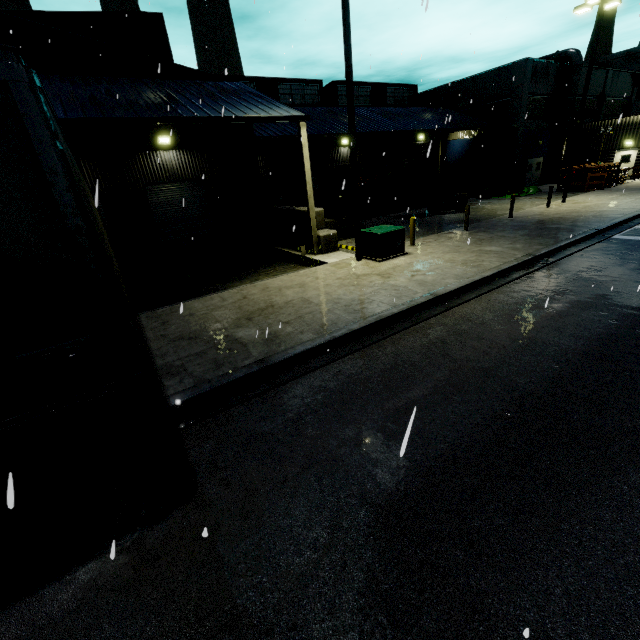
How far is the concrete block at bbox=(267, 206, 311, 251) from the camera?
15.8 meters

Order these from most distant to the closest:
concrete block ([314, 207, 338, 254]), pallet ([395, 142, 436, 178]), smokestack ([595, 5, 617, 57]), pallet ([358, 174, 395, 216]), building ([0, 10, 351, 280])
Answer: smokestack ([595, 5, 617, 57]) → pallet ([358, 174, 395, 216]) → pallet ([395, 142, 436, 178]) → concrete block ([314, 207, 338, 254]) → building ([0, 10, 351, 280])

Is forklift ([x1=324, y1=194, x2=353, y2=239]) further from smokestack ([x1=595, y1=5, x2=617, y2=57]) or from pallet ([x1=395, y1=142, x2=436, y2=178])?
smokestack ([x1=595, y1=5, x2=617, y2=57])

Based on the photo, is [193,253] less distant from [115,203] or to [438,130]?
[115,203]

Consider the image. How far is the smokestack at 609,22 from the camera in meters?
55.2 m

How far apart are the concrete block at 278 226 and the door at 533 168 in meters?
26.1

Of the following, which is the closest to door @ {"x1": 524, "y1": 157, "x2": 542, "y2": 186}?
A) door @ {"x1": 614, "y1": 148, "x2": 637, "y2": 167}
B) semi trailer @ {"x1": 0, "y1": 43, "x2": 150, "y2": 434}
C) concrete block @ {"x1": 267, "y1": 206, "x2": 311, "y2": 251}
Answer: semi trailer @ {"x1": 0, "y1": 43, "x2": 150, "y2": 434}

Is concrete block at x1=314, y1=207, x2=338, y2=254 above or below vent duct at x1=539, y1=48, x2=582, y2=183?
below
